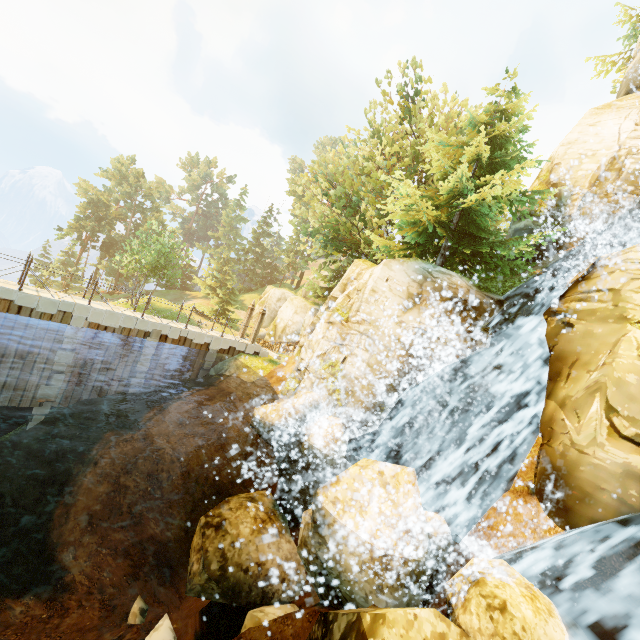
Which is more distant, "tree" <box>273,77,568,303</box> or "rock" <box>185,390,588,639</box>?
"tree" <box>273,77,568,303</box>

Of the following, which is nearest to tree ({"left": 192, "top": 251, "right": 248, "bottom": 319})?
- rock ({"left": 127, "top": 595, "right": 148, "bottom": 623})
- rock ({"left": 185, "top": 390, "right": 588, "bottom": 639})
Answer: rock ({"left": 185, "top": 390, "right": 588, "bottom": 639})

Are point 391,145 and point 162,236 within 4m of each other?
no

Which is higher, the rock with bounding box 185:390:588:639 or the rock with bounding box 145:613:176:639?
the rock with bounding box 185:390:588:639

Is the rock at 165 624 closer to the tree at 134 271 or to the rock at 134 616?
the rock at 134 616

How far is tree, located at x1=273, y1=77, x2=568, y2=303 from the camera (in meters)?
12.58

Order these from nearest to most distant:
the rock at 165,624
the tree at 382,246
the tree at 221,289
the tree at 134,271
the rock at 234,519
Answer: the rock at 234,519 → the rock at 165,624 → the tree at 382,246 → the tree at 134,271 → the tree at 221,289
